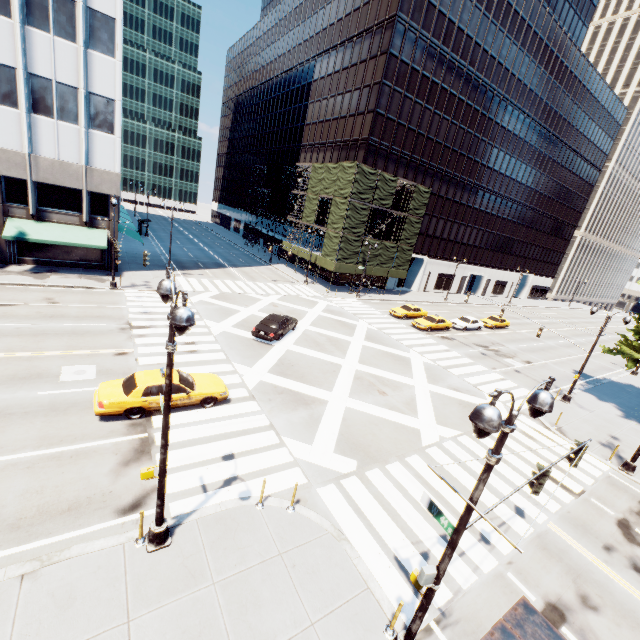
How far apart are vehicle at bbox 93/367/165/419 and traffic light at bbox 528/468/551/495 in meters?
11.9

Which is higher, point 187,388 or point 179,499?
point 187,388

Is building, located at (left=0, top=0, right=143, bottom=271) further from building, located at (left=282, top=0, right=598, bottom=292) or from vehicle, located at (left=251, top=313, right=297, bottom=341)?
building, located at (left=282, top=0, right=598, bottom=292)

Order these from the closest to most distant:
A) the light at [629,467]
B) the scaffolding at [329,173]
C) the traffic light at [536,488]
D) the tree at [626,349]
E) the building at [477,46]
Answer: the traffic light at [536,488], the light at [629,467], the tree at [626,349], the scaffolding at [329,173], the building at [477,46]

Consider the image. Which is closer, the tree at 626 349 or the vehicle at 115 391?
the vehicle at 115 391

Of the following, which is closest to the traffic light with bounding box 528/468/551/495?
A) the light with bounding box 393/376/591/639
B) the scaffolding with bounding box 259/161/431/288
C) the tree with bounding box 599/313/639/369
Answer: the light with bounding box 393/376/591/639

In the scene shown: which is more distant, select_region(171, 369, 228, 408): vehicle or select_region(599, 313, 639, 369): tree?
select_region(599, 313, 639, 369): tree

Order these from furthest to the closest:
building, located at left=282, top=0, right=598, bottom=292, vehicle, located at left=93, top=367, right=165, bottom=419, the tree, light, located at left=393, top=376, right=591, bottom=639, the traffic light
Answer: building, located at left=282, top=0, right=598, bottom=292, the tree, vehicle, located at left=93, top=367, right=165, bottom=419, the traffic light, light, located at left=393, top=376, right=591, bottom=639
